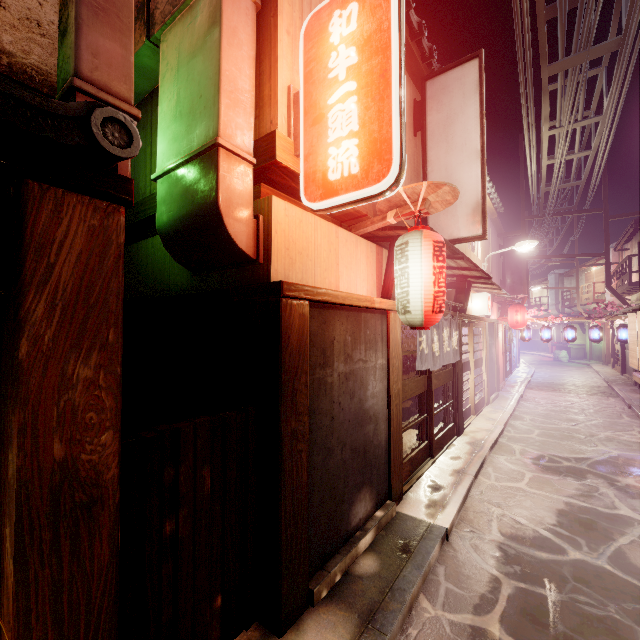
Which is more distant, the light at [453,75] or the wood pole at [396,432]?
the light at [453,75]

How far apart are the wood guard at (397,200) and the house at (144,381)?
3.5m

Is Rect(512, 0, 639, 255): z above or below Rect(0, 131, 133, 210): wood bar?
above

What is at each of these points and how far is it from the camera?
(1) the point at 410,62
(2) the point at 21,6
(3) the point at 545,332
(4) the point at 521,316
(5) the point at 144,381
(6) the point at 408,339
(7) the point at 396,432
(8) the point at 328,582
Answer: (1) house, 10.4m
(2) house, 4.1m
(3) lantern, 25.7m
(4) lantern, 25.7m
(5) house, 8.2m
(6) building, 15.8m
(7) wood pole, 8.6m
(8) foundation, 5.7m

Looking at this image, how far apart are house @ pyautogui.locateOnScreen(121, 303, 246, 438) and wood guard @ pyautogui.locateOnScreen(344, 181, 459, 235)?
3.45m

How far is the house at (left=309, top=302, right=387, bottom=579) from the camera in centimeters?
588cm

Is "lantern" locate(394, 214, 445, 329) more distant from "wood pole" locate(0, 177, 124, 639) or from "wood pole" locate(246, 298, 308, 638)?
"wood pole" locate(0, 177, 124, 639)

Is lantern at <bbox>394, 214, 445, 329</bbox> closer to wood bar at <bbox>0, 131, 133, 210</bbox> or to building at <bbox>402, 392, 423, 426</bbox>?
building at <bbox>402, 392, 423, 426</bbox>
